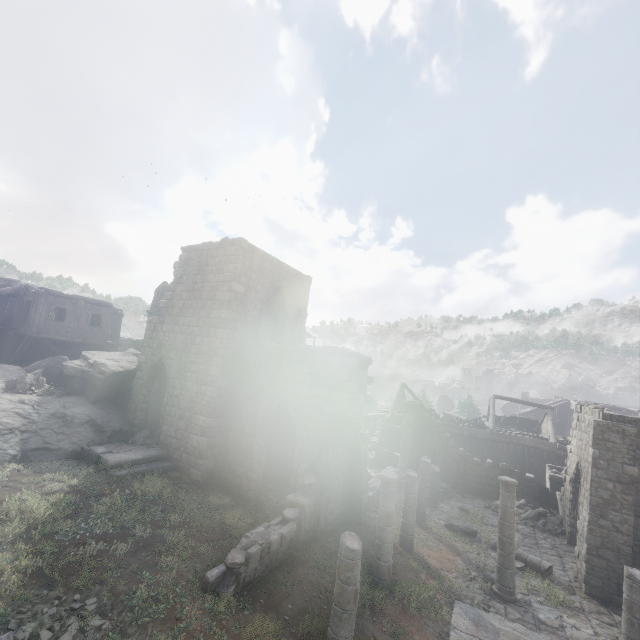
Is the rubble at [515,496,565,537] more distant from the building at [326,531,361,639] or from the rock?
the rock

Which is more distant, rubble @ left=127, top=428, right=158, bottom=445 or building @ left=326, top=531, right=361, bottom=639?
rubble @ left=127, top=428, right=158, bottom=445

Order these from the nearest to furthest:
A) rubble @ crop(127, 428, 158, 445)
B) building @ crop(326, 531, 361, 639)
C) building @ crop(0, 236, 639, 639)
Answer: building @ crop(326, 531, 361, 639), building @ crop(0, 236, 639, 639), rubble @ crop(127, 428, 158, 445)

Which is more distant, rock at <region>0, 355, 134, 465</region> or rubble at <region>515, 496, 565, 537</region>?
rubble at <region>515, 496, 565, 537</region>

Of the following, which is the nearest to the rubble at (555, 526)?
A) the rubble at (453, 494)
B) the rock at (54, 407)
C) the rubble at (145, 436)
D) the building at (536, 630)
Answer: the building at (536, 630)

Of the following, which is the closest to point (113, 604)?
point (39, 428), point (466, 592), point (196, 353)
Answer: point (196, 353)

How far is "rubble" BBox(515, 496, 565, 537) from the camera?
17.36m

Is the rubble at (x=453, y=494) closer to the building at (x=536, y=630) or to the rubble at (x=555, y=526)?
the building at (x=536, y=630)
